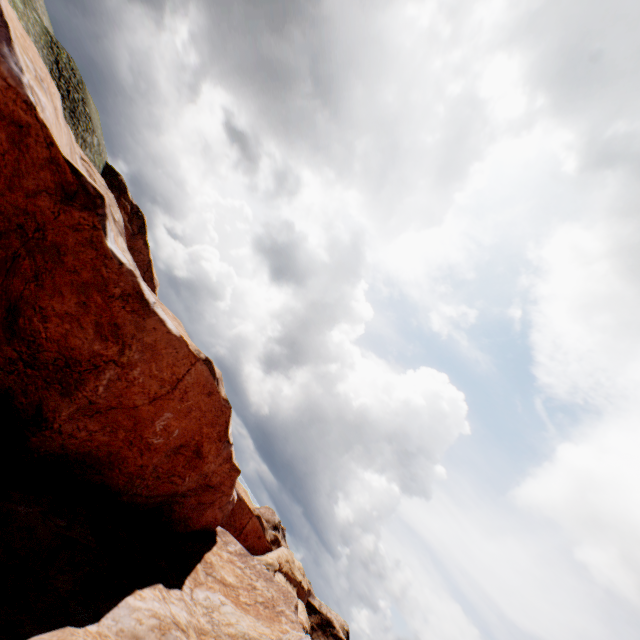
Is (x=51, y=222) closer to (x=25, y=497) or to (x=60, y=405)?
(x=60, y=405)
